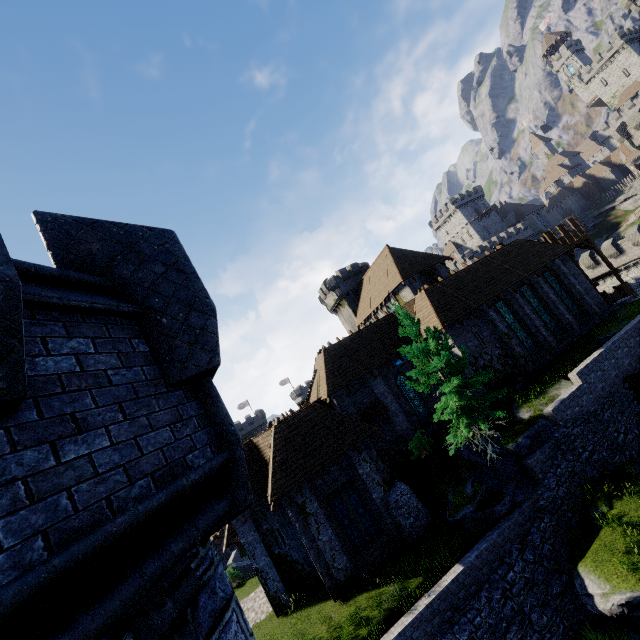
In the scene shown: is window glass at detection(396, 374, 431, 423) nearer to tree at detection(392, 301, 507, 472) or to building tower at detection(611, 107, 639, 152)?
tree at detection(392, 301, 507, 472)

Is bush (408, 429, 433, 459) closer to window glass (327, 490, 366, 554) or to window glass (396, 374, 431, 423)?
window glass (396, 374, 431, 423)

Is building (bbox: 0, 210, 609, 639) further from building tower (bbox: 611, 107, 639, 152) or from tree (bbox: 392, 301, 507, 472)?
building tower (bbox: 611, 107, 639, 152)

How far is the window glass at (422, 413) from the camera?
23.7m

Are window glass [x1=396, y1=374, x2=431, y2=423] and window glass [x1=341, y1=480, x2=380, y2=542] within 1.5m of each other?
no

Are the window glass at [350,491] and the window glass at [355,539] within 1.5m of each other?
yes

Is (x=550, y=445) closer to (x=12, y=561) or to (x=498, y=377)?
(x=498, y=377)

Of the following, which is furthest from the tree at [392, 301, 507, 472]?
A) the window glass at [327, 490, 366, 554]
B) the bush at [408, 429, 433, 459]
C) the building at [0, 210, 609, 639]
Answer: the building at [0, 210, 609, 639]
